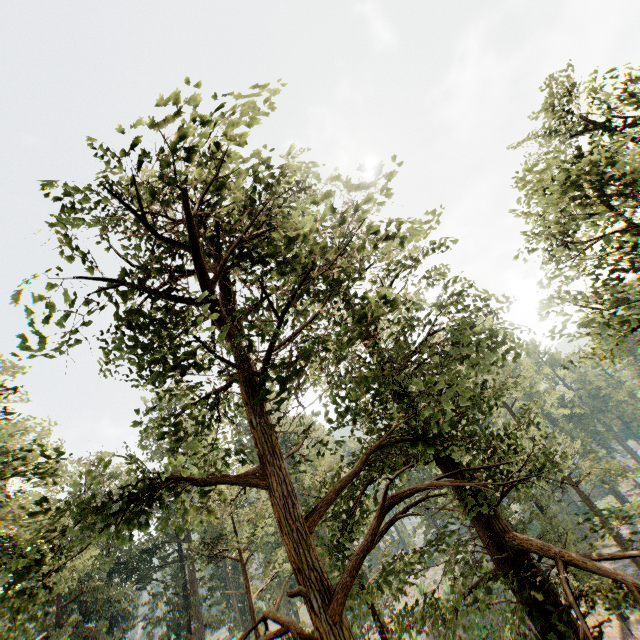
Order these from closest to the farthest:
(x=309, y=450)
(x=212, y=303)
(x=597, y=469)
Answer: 1. (x=212, y=303)
2. (x=597, y=469)
3. (x=309, y=450)

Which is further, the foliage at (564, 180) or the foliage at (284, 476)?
the foliage at (564, 180)

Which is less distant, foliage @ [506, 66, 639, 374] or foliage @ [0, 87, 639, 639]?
foliage @ [0, 87, 639, 639]
